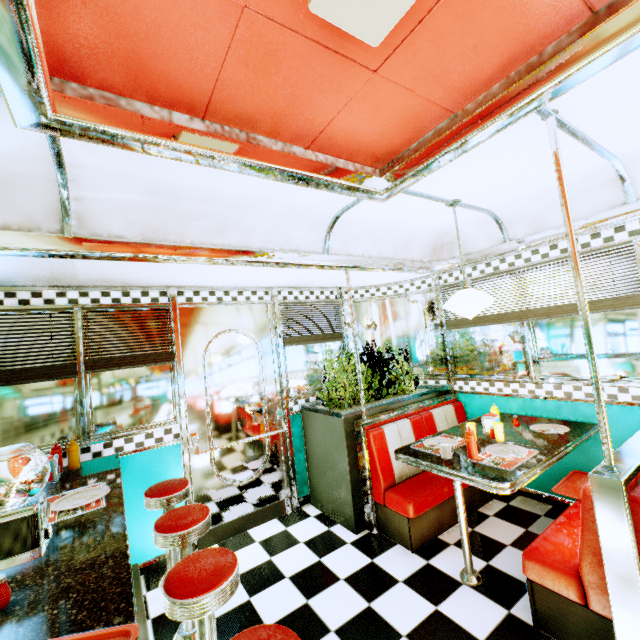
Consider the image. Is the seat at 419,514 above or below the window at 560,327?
below

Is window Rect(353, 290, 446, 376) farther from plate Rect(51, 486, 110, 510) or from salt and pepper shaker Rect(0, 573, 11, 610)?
salt and pepper shaker Rect(0, 573, 11, 610)

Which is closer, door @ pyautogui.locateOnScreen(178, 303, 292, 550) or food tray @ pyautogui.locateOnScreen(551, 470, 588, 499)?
food tray @ pyautogui.locateOnScreen(551, 470, 588, 499)

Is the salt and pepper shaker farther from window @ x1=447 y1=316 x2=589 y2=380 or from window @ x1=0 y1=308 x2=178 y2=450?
window @ x1=447 y1=316 x2=589 y2=380

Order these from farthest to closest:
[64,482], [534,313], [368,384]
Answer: [368,384] → [534,313] → [64,482]

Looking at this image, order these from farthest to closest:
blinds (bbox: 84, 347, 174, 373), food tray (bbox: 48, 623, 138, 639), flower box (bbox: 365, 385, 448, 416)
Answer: flower box (bbox: 365, 385, 448, 416)
blinds (bbox: 84, 347, 174, 373)
food tray (bbox: 48, 623, 138, 639)

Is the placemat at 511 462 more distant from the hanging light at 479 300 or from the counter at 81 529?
the counter at 81 529

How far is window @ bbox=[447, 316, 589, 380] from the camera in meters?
3.1 m
